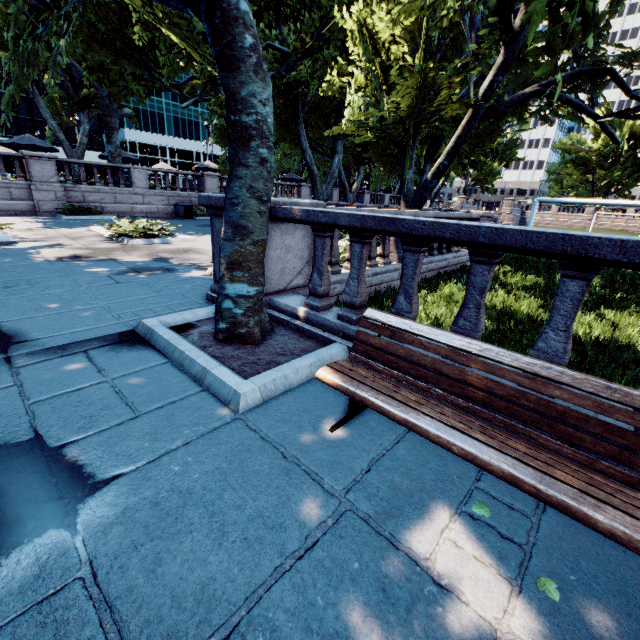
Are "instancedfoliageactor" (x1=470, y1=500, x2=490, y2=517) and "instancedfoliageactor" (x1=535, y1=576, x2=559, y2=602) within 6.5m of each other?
yes

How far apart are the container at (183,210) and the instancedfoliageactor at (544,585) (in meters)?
24.26

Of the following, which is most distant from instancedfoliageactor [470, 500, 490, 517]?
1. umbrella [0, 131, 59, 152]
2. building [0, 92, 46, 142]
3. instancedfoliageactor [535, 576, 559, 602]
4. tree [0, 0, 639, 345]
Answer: building [0, 92, 46, 142]

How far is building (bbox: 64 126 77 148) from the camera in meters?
56.9

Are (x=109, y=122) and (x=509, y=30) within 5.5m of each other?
no

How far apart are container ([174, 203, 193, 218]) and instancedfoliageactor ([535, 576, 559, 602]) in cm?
2426

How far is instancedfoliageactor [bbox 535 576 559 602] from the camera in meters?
1.6

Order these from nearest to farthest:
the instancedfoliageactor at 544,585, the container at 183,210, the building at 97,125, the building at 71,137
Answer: the instancedfoliageactor at 544,585 → the container at 183,210 → the building at 71,137 → the building at 97,125
